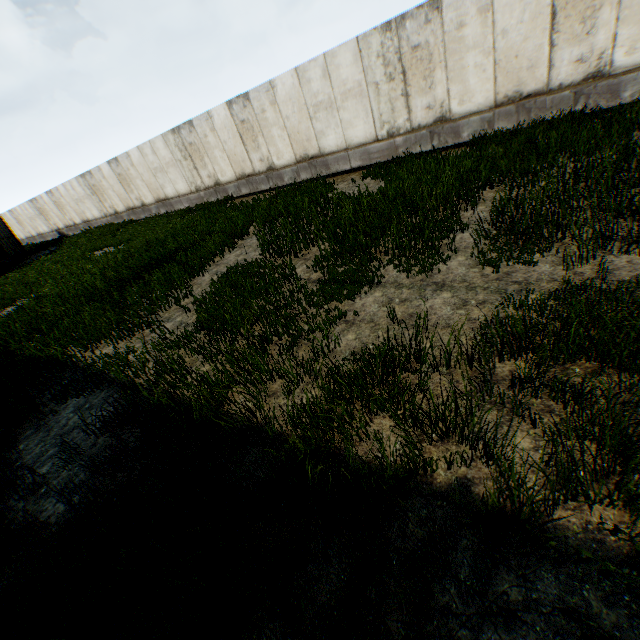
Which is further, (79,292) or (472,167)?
(79,292)
